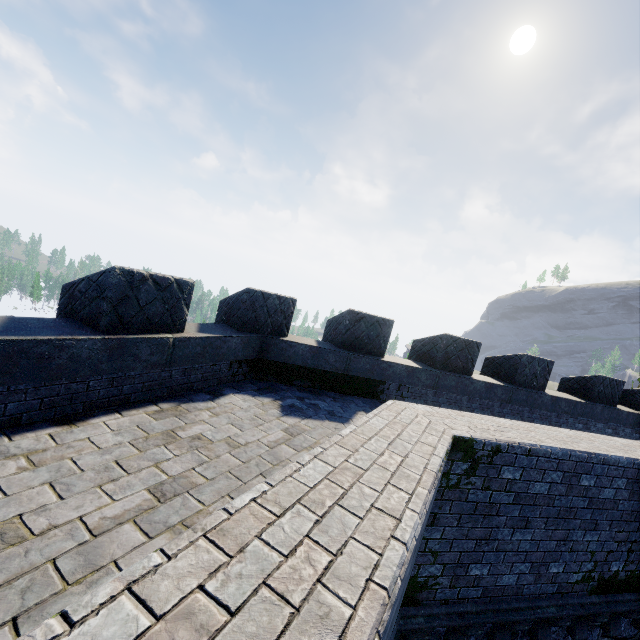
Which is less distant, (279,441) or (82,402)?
(82,402)
